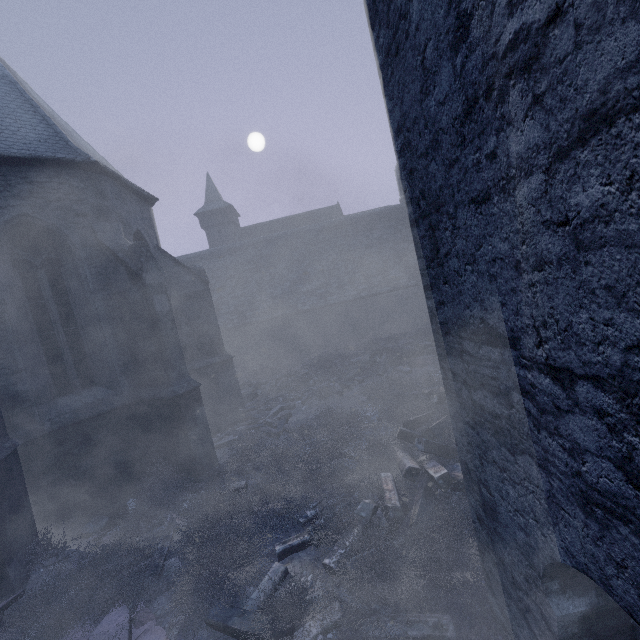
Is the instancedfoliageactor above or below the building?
below

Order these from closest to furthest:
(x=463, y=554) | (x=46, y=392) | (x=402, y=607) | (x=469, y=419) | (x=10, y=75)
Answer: (x=469, y=419) < (x=402, y=607) < (x=463, y=554) < (x=46, y=392) < (x=10, y=75)

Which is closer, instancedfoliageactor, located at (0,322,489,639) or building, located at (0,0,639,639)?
building, located at (0,0,639,639)

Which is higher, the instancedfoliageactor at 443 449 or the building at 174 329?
the building at 174 329

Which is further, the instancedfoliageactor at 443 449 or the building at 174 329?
the instancedfoliageactor at 443 449
